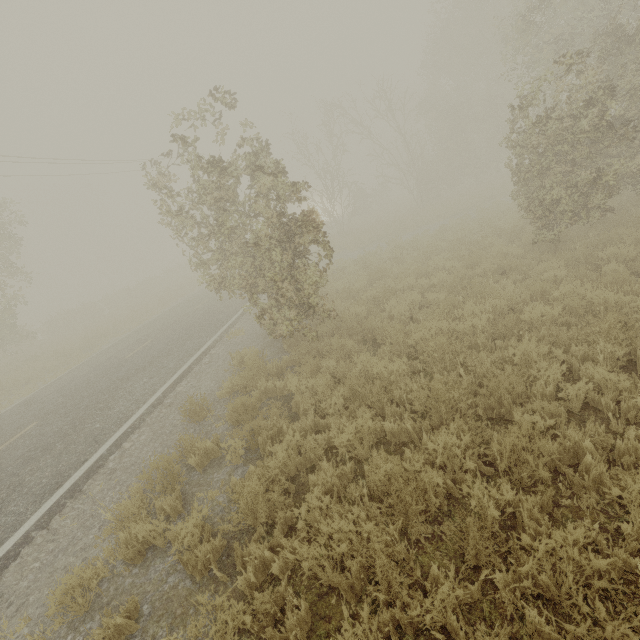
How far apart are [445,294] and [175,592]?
7.57m
